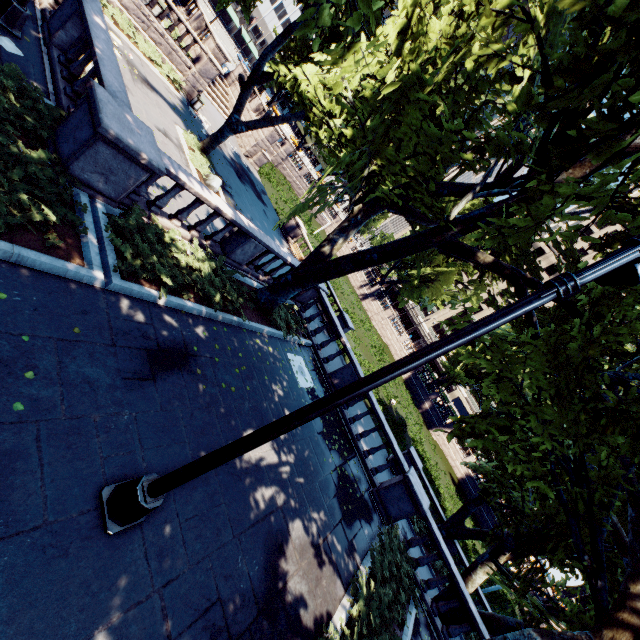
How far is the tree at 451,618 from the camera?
11.7m

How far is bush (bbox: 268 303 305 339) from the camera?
12.08m

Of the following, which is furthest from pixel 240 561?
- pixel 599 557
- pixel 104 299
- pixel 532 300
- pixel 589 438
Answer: pixel 589 438

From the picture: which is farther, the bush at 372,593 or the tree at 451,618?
the tree at 451,618

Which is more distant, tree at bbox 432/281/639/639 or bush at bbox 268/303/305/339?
bush at bbox 268/303/305/339

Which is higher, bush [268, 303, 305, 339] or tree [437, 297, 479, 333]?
tree [437, 297, 479, 333]

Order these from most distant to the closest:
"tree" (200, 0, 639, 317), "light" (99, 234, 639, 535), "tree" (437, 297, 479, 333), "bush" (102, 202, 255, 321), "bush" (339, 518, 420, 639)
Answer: "tree" (437, 297, 479, 333), "bush" (339, 518, 420, 639), "bush" (102, 202, 255, 321), "tree" (200, 0, 639, 317), "light" (99, 234, 639, 535)

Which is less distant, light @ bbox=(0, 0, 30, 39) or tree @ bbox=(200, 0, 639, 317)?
tree @ bbox=(200, 0, 639, 317)
